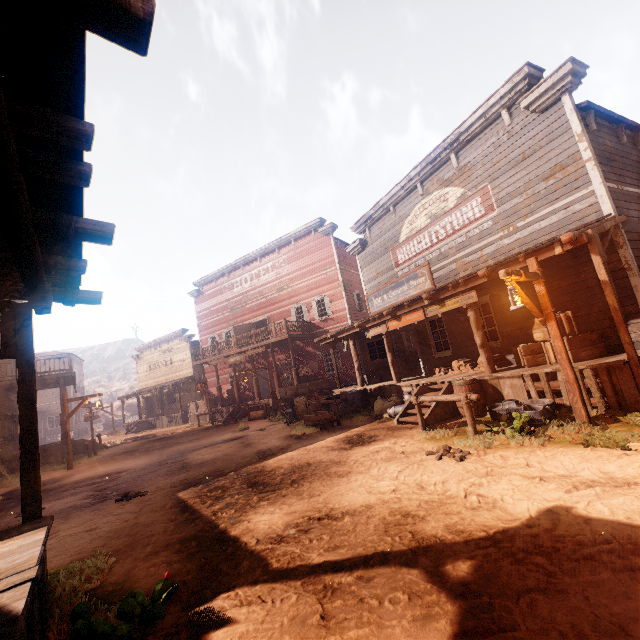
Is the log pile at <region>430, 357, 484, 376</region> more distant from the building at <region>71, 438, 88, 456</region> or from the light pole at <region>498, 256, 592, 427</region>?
the light pole at <region>498, 256, 592, 427</region>

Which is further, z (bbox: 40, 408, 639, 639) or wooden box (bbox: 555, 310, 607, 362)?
wooden box (bbox: 555, 310, 607, 362)

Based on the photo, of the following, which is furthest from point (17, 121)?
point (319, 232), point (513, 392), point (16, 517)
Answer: point (319, 232)

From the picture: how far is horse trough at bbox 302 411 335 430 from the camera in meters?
11.4

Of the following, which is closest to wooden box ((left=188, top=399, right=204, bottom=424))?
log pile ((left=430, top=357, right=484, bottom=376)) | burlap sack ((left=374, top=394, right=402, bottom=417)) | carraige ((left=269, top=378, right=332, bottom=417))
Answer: carraige ((left=269, top=378, right=332, bottom=417))

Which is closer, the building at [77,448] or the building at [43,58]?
the building at [43,58]

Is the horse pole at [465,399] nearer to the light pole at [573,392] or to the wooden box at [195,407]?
the light pole at [573,392]

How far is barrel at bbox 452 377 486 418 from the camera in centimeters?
844cm
